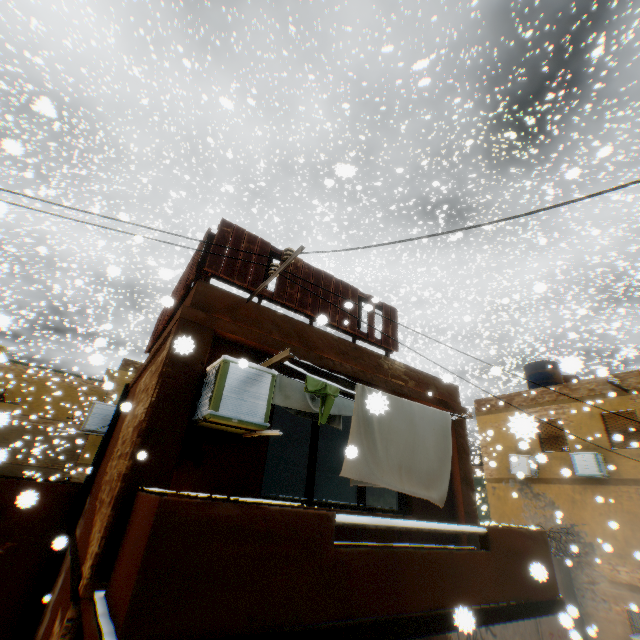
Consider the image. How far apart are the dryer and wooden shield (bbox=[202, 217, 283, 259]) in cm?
48

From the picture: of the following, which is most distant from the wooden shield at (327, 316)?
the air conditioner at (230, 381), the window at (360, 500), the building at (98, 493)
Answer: the window at (360, 500)

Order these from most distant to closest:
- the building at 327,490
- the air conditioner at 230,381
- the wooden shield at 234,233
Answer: the building at 327,490, the wooden shield at 234,233, the air conditioner at 230,381

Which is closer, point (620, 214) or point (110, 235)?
point (110, 235)

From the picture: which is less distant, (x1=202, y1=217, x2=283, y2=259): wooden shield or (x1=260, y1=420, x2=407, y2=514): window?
(x1=260, y1=420, x2=407, y2=514): window

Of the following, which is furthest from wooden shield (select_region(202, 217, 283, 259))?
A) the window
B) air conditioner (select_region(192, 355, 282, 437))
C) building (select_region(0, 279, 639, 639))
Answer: the window

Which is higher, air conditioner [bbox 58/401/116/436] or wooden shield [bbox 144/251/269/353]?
wooden shield [bbox 144/251/269/353]

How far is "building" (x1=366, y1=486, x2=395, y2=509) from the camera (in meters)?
8.55
